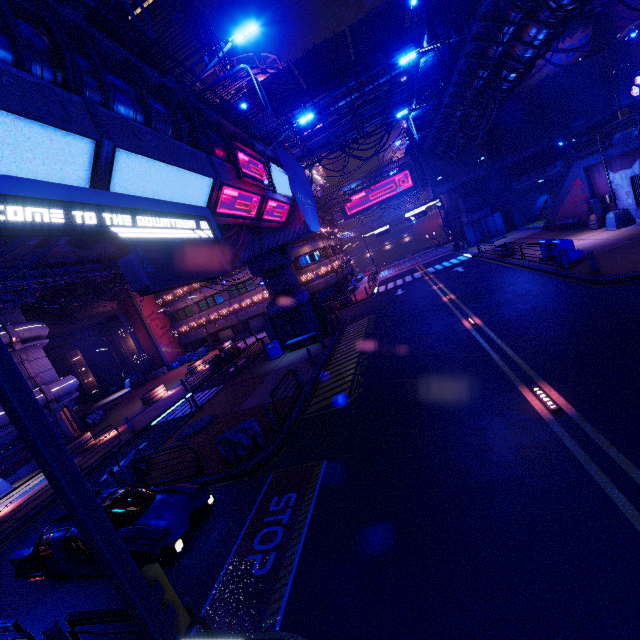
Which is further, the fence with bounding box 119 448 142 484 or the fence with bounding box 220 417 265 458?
the fence with bounding box 119 448 142 484

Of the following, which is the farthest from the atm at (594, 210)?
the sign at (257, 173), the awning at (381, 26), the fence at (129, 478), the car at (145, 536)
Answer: the fence at (129, 478)

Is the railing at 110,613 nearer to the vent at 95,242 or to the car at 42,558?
the car at 42,558

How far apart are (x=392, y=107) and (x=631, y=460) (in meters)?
29.08

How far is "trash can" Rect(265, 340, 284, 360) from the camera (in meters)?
23.48

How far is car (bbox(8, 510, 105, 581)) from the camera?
7.5 meters

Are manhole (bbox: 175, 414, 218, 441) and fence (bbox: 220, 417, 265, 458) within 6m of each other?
yes

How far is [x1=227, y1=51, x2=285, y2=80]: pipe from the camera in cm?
2975
